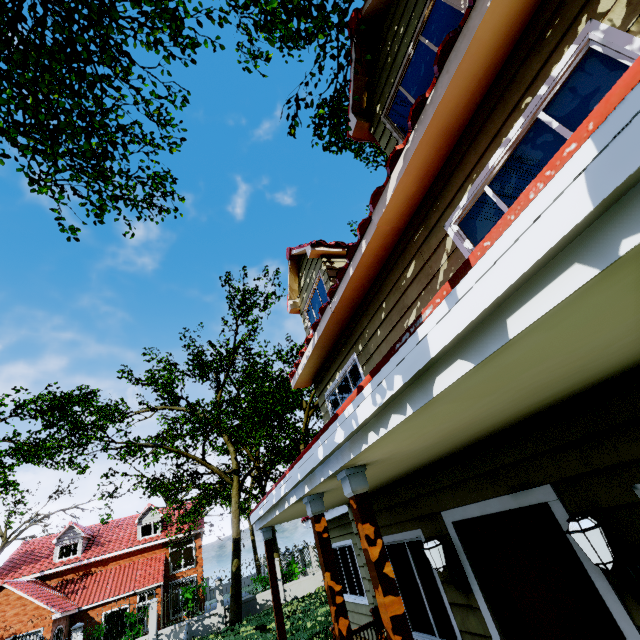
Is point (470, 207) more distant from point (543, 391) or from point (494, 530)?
point (494, 530)

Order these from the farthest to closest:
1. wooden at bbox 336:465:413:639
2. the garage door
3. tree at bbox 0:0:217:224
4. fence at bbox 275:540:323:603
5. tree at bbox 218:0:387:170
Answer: the garage door, fence at bbox 275:540:323:603, tree at bbox 218:0:387:170, tree at bbox 0:0:217:224, wooden at bbox 336:465:413:639

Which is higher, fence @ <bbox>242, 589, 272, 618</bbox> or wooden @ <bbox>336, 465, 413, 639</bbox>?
wooden @ <bbox>336, 465, 413, 639</bbox>

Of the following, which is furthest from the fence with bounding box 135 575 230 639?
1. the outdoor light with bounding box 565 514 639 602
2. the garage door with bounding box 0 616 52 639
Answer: the outdoor light with bounding box 565 514 639 602

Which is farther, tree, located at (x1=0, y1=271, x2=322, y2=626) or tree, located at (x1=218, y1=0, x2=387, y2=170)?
tree, located at (x1=0, y1=271, x2=322, y2=626)

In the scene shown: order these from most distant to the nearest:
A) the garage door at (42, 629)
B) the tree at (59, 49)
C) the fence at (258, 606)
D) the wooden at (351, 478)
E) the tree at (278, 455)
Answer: the garage door at (42, 629), the fence at (258, 606), the tree at (278, 455), the tree at (59, 49), the wooden at (351, 478)

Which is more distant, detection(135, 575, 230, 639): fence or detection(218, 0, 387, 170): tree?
detection(135, 575, 230, 639): fence

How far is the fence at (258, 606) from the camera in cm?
1775
